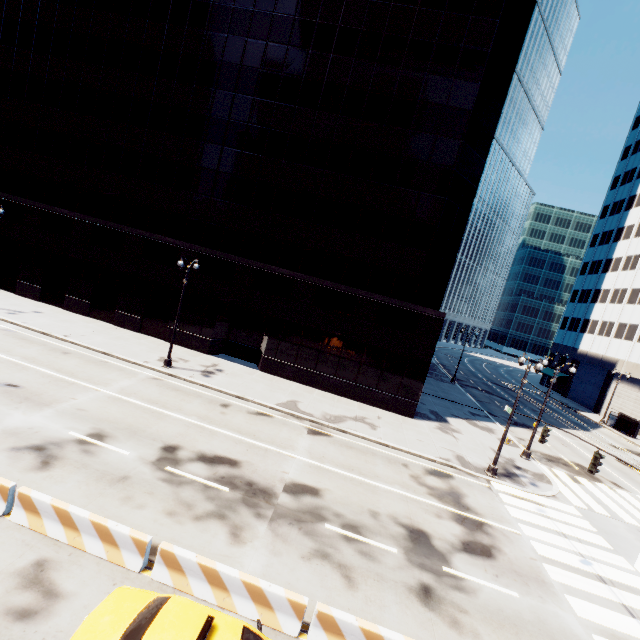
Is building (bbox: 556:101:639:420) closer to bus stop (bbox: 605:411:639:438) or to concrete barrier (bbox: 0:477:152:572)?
bus stop (bbox: 605:411:639:438)

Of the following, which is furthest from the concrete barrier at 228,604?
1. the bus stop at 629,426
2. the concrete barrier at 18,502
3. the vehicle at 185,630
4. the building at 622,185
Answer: the bus stop at 629,426

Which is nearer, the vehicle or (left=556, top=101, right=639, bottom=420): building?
the vehicle

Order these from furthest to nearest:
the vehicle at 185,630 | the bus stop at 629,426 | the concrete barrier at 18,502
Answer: the bus stop at 629,426
the concrete barrier at 18,502
the vehicle at 185,630

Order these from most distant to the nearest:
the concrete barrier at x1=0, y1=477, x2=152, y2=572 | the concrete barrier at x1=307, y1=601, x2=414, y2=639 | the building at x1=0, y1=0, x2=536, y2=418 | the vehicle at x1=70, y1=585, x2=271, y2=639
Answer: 1. the building at x1=0, y1=0, x2=536, y2=418
2. the concrete barrier at x1=0, y1=477, x2=152, y2=572
3. the concrete barrier at x1=307, y1=601, x2=414, y2=639
4. the vehicle at x1=70, y1=585, x2=271, y2=639

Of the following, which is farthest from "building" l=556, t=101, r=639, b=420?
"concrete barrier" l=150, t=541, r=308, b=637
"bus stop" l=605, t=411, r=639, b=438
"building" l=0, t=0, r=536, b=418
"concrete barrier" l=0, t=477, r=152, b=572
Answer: "concrete barrier" l=0, t=477, r=152, b=572

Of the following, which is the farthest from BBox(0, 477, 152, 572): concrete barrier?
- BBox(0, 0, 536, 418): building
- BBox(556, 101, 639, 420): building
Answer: BBox(556, 101, 639, 420): building

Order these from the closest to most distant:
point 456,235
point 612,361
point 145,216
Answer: point 456,235, point 145,216, point 612,361
